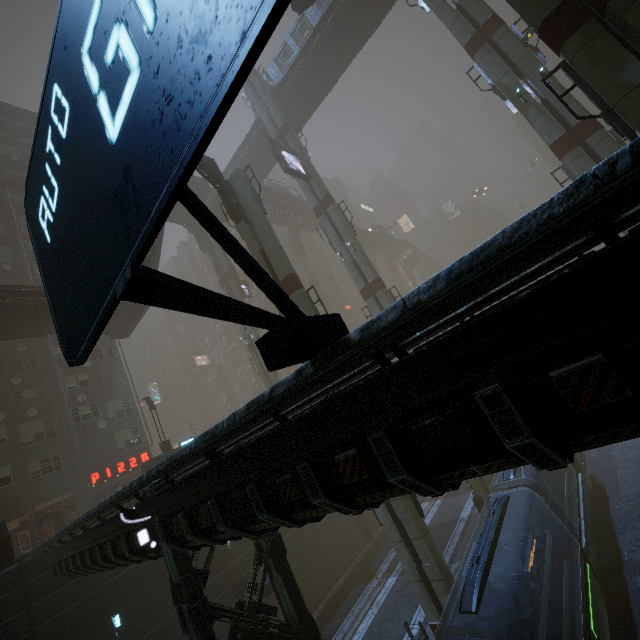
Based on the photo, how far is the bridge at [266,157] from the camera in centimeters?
3591cm

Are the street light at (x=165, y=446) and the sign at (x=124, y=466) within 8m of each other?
yes

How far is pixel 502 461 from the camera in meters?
3.2 m

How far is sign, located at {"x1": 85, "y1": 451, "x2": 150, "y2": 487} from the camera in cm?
2659

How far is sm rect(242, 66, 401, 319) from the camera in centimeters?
2656cm

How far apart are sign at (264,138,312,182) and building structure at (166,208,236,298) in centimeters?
1542cm

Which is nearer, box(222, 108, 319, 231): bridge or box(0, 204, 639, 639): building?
box(0, 204, 639, 639): building

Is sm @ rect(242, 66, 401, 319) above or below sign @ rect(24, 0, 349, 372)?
above
